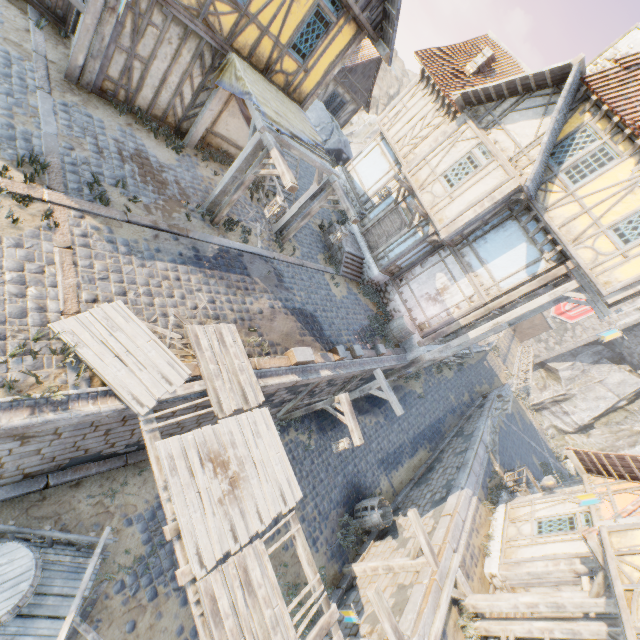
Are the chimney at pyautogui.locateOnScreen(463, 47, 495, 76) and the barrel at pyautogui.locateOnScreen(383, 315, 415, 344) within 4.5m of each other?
no

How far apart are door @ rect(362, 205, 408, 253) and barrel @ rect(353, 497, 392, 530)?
10.08m

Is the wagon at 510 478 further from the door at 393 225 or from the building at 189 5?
the building at 189 5

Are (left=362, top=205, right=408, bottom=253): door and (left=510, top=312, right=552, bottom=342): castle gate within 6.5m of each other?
no

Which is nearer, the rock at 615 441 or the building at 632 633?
the building at 632 633

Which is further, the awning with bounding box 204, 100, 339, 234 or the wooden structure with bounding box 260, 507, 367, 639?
the awning with bounding box 204, 100, 339, 234

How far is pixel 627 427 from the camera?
35.1 meters

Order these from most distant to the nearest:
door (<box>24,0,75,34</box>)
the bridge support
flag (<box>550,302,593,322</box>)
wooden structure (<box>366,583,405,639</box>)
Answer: flag (<box>550,302,593,322</box>), the bridge support, door (<box>24,0,75,34</box>), wooden structure (<box>366,583,405,639</box>)
